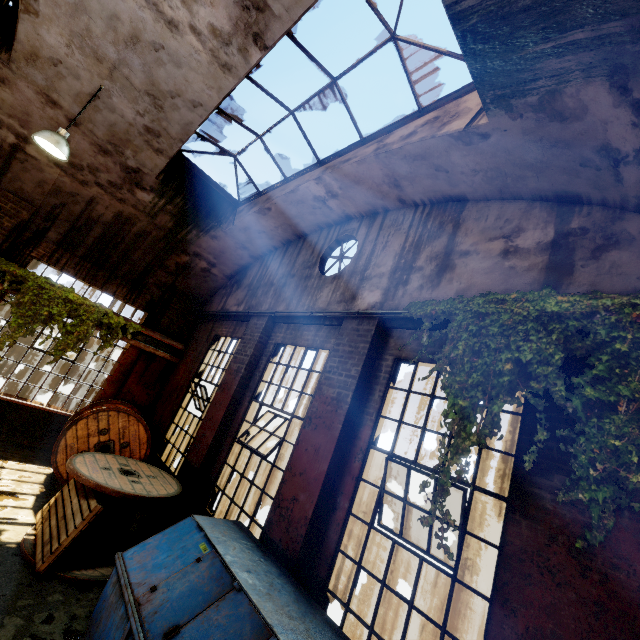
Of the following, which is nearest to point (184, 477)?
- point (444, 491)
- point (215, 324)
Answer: point (215, 324)

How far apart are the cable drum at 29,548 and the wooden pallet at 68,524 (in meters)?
0.01

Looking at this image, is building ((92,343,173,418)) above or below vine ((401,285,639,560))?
below

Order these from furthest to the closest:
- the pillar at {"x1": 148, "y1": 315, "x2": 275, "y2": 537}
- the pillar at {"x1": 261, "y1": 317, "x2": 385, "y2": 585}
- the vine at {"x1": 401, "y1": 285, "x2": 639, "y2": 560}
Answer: the pillar at {"x1": 148, "y1": 315, "x2": 275, "y2": 537} → the pillar at {"x1": 261, "y1": 317, "x2": 385, "y2": 585} → the vine at {"x1": 401, "y1": 285, "x2": 639, "y2": 560}

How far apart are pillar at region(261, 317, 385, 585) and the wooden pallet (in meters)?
0.01

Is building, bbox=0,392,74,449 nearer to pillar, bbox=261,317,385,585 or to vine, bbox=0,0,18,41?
vine, bbox=0,0,18,41

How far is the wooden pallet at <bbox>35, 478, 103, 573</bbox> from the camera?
4.4 meters

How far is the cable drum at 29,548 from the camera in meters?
4.5 m
